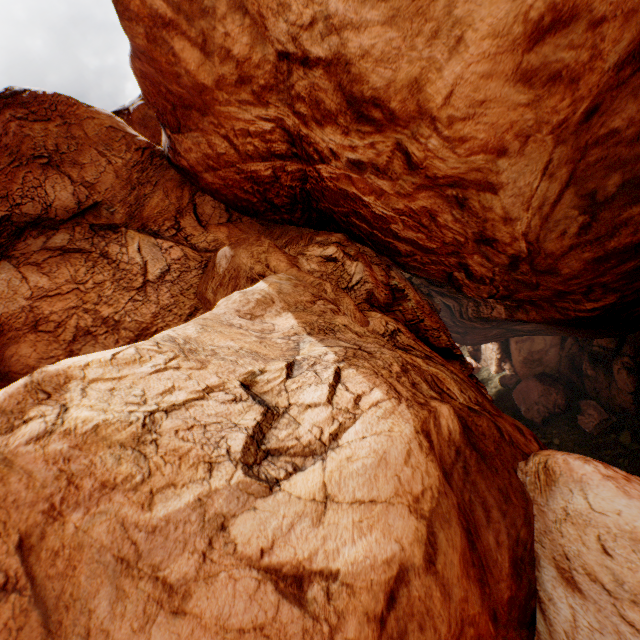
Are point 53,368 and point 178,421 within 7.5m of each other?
yes
